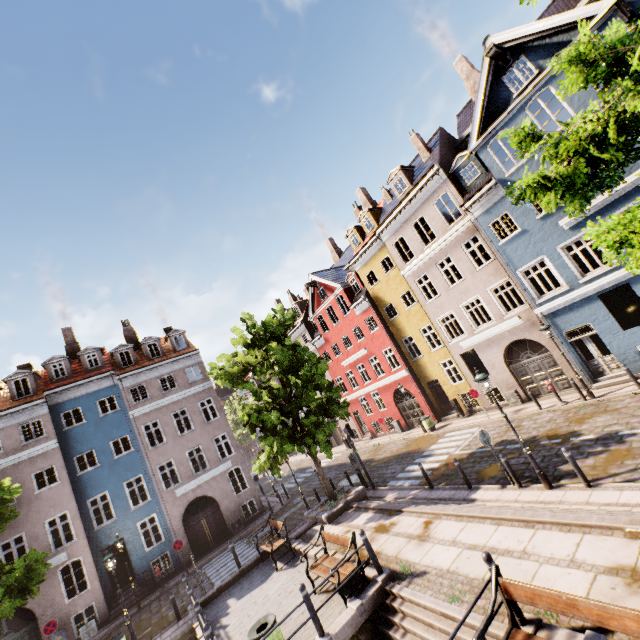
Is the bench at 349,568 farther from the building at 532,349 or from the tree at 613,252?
the building at 532,349

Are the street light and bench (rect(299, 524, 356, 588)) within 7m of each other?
yes

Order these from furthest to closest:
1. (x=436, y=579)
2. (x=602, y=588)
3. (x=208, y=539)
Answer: (x=208, y=539)
(x=436, y=579)
(x=602, y=588)

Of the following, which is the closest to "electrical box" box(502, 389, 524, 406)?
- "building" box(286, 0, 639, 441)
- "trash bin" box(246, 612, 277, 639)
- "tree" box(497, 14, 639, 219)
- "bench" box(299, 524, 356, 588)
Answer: "building" box(286, 0, 639, 441)

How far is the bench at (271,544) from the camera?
12.55m

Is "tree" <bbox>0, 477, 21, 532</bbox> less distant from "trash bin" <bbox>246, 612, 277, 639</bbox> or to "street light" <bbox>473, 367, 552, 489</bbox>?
"street light" <bbox>473, 367, 552, 489</bbox>

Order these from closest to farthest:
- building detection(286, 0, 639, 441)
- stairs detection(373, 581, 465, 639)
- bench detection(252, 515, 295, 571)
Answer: stairs detection(373, 581, 465, 639) < bench detection(252, 515, 295, 571) < building detection(286, 0, 639, 441)

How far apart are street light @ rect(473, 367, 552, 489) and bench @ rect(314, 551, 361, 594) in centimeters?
565cm
